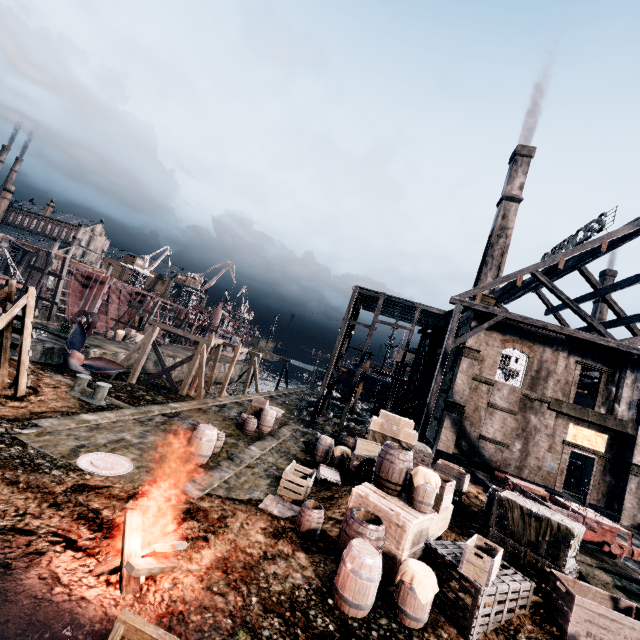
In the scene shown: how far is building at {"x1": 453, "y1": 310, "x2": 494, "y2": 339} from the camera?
25.6m

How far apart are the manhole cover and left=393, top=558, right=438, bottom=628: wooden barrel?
8.4m

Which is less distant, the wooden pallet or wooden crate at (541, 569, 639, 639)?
wooden crate at (541, 569, 639, 639)

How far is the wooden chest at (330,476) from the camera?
14.3 meters

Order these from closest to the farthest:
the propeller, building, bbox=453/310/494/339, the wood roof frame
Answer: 1. the propeller
2. the wood roof frame
3. building, bbox=453/310/494/339

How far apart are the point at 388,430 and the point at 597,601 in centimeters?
986cm

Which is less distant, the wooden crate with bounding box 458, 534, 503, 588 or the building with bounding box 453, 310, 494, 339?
the wooden crate with bounding box 458, 534, 503, 588

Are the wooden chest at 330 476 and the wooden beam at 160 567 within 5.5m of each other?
no
